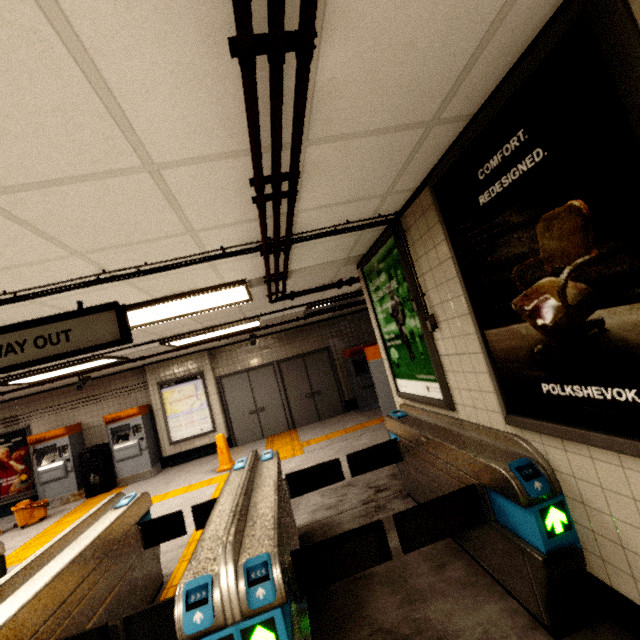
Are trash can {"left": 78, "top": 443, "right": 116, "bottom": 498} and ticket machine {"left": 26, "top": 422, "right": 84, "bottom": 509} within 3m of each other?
yes

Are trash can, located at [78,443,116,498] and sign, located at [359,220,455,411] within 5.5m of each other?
no

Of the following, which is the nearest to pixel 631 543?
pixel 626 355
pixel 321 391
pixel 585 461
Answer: pixel 585 461

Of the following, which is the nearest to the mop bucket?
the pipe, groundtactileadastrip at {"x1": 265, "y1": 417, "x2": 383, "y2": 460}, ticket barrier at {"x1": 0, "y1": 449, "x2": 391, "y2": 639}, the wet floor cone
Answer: groundtactileadastrip at {"x1": 265, "y1": 417, "x2": 383, "y2": 460}

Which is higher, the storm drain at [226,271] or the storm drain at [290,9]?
the storm drain at [226,271]

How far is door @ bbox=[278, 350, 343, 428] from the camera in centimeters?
975cm

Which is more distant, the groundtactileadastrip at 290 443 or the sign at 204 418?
the sign at 204 418

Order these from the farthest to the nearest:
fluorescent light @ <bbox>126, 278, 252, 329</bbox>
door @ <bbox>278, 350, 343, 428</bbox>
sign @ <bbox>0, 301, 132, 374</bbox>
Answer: door @ <bbox>278, 350, 343, 428</bbox> → fluorescent light @ <bbox>126, 278, 252, 329</bbox> → sign @ <bbox>0, 301, 132, 374</bbox>
